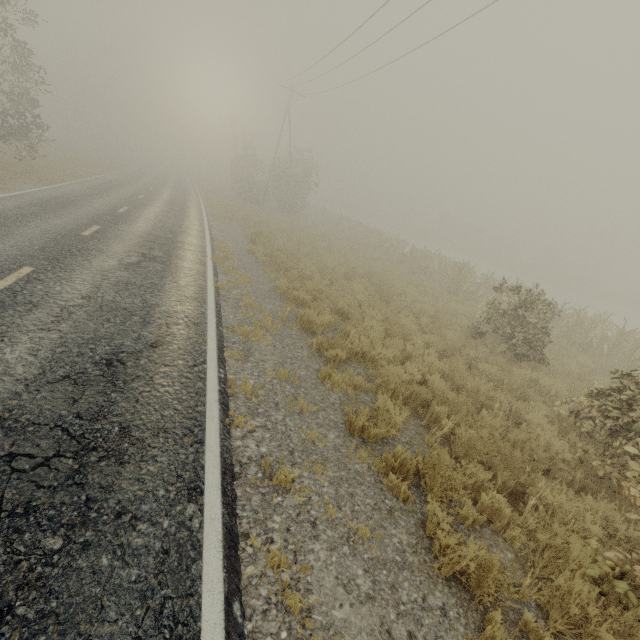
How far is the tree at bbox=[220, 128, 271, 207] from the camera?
33.0m

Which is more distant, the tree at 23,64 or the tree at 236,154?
the tree at 236,154

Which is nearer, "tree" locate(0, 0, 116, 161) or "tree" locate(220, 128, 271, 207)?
"tree" locate(0, 0, 116, 161)

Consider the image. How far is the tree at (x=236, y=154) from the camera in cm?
3300

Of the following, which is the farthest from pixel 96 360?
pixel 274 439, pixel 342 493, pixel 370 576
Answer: pixel 370 576
